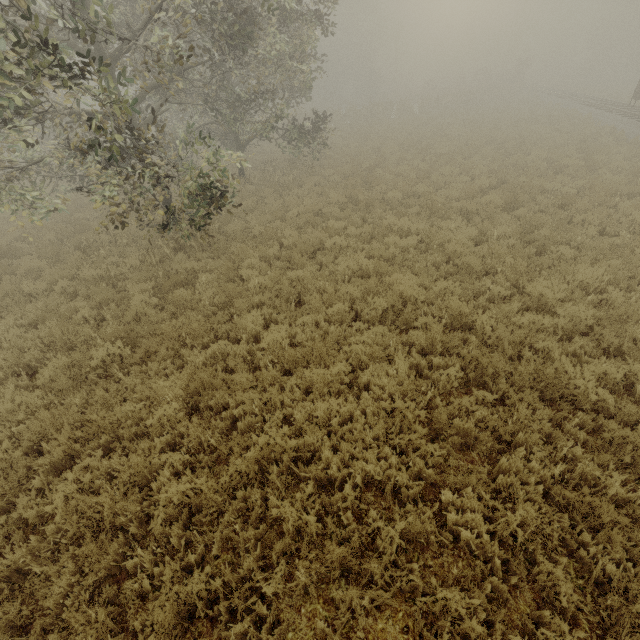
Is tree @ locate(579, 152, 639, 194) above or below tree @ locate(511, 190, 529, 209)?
above

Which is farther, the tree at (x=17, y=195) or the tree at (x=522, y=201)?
the tree at (x=522, y=201)

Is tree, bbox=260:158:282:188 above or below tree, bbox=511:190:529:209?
above

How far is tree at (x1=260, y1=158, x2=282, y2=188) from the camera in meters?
15.7 m

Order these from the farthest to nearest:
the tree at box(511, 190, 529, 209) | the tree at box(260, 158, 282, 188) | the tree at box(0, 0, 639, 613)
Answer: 1. the tree at box(260, 158, 282, 188)
2. the tree at box(511, 190, 529, 209)
3. the tree at box(0, 0, 639, 613)

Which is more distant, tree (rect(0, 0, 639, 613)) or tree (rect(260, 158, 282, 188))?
tree (rect(260, 158, 282, 188))

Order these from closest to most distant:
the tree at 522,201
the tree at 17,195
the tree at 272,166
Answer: the tree at 17,195, the tree at 522,201, the tree at 272,166

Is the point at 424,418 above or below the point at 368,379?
above
